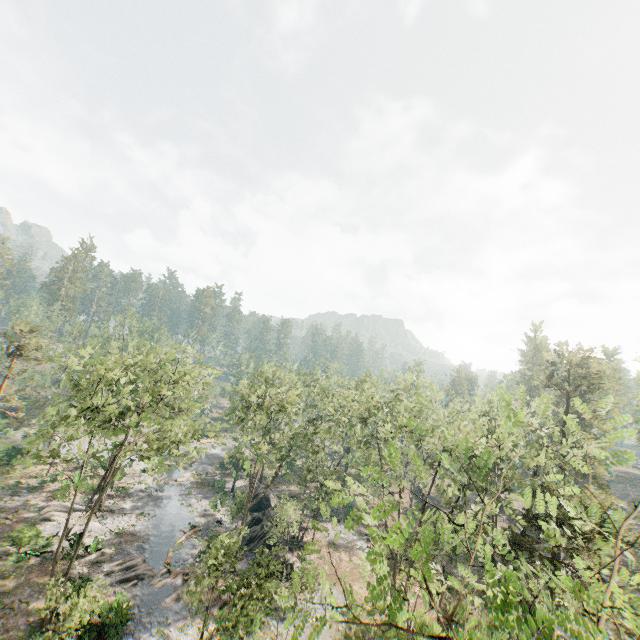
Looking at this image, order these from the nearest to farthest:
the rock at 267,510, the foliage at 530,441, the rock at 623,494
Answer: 1. the foliage at 530,441
2. the rock at 267,510
3. the rock at 623,494

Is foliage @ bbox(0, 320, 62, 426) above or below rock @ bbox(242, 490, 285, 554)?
above

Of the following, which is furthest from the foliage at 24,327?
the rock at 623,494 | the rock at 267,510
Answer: the rock at 267,510

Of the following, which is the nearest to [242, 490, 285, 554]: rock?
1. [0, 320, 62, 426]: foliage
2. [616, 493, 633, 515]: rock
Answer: [0, 320, 62, 426]: foliage

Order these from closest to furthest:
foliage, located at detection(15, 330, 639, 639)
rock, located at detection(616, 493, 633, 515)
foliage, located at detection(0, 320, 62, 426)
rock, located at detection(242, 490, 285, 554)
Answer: foliage, located at detection(15, 330, 639, 639)
rock, located at detection(242, 490, 285, 554)
foliage, located at detection(0, 320, 62, 426)
rock, located at detection(616, 493, 633, 515)

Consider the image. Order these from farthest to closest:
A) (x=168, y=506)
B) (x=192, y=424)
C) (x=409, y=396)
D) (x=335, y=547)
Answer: (x=409, y=396)
(x=168, y=506)
(x=335, y=547)
(x=192, y=424)

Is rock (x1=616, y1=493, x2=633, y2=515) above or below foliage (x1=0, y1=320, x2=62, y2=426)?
below

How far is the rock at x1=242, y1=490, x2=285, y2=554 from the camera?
33.2m
